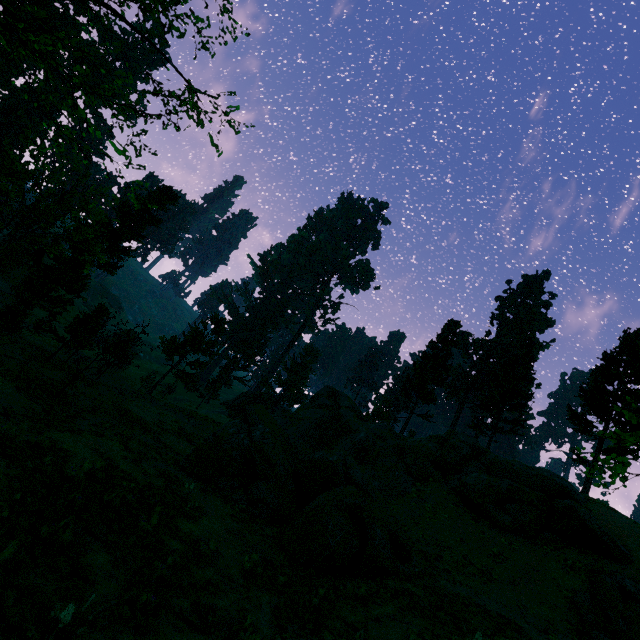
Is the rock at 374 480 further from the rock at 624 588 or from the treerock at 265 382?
the treerock at 265 382

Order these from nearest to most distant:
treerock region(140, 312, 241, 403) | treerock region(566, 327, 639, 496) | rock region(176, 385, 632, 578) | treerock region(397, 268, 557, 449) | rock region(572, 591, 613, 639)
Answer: treerock region(566, 327, 639, 496), rock region(572, 591, 613, 639), rock region(176, 385, 632, 578), treerock region(140, 312, 241, 403), treerock region(397, 268, 557, 449)

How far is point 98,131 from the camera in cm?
938

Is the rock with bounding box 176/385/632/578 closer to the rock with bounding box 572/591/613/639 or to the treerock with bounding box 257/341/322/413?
the rock with bounding box 572/591/613/639

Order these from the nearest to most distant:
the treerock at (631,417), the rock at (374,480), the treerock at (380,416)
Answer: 1. the treerock at (631,417)
2. the rock at (374,480)
3. the treerock at (380,416)

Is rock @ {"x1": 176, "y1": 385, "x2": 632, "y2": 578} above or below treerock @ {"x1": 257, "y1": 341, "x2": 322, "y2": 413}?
below

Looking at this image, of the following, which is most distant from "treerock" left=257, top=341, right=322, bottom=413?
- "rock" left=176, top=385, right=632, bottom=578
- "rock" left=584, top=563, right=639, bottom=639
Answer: "rock" left=584, top=563, right=639, bottom=639
